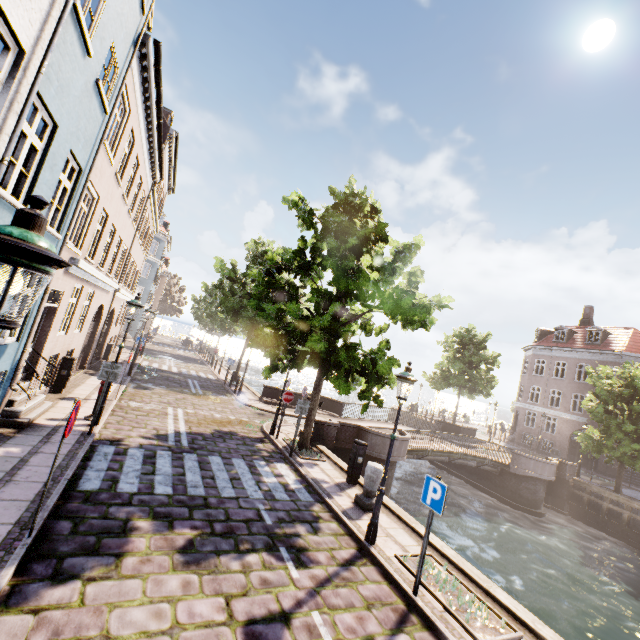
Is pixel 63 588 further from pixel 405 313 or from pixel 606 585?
pixel 606 585

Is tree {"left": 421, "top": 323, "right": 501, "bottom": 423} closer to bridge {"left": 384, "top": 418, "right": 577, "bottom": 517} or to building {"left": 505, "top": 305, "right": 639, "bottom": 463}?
bridge {"left": 384, "top": 418, "right": 577, "bottom": 517}

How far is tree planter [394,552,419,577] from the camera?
6.1m

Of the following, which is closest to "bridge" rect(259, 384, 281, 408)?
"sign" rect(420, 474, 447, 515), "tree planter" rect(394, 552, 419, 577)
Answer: "tree planter" rect(394, 552, 419, 577)

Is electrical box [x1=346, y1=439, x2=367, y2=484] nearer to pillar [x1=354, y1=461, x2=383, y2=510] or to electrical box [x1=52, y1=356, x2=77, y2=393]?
pillar [x1=354, y1=461, x2=383, y2=510]

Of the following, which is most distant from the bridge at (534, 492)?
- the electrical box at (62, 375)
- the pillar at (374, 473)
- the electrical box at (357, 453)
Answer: the electrical box at (62, 375)

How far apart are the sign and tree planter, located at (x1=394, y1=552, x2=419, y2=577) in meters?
1.4

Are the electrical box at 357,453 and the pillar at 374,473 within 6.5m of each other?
yes
